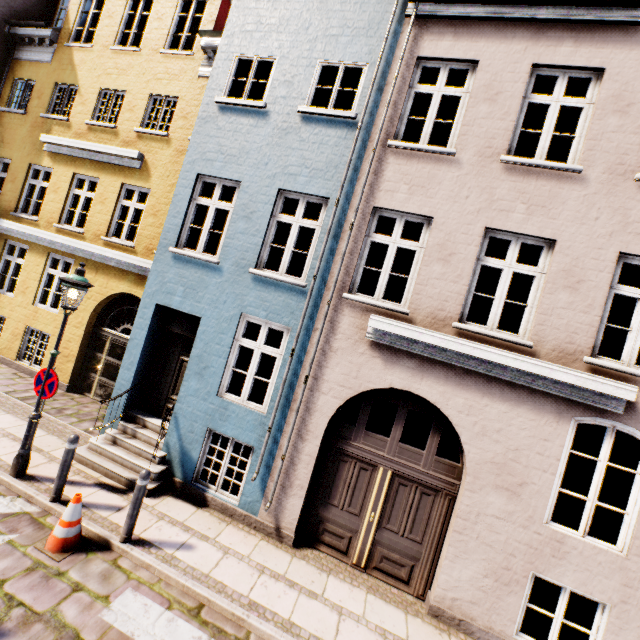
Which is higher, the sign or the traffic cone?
the sign

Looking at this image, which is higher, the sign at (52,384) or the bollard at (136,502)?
the sign at (52,384)

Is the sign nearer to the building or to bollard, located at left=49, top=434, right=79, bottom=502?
bollard, located at left=49, top=434, right=79, bottom=502

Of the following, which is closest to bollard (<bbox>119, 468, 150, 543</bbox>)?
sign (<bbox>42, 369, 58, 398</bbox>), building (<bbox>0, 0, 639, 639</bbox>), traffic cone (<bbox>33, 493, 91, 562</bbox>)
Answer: traffic cone (<bbox>33, 493, 91, 562</bbox>)

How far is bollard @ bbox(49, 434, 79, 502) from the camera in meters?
5.2 m

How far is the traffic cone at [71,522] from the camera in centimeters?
449cm

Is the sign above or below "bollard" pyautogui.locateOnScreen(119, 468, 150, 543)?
above

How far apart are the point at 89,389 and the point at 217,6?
12.0m
